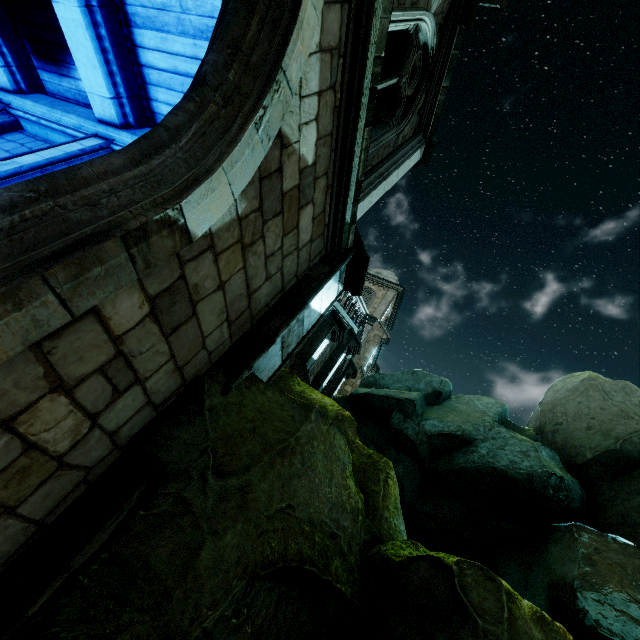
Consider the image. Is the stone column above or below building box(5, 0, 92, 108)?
below

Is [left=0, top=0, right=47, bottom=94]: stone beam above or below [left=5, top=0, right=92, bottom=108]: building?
below

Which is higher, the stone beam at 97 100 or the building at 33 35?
the building at 33 35

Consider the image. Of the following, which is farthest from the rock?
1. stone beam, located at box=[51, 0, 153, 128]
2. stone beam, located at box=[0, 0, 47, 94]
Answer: stone beam, located at box=[0, 0, 47, 94]

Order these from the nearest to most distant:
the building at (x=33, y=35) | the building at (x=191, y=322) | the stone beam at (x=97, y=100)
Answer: the building at (x=191, y=322), the stone beam at (x=97, y=100), the building at (x=33, y=35)

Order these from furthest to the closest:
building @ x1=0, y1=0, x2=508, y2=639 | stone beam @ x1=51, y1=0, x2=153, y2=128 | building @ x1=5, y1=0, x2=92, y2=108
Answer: building @ x1=5, y1=0, x2=92, y2=108 < stone beam @ x1=51, y1=0, x2=153, y2=128 < building @ x1=0, y1=0, x2=508, y2=639

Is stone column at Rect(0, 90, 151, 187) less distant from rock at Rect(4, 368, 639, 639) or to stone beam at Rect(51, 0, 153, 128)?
stone beam at Rect(51, 0, 153, 128)

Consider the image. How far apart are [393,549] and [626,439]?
10.75m
